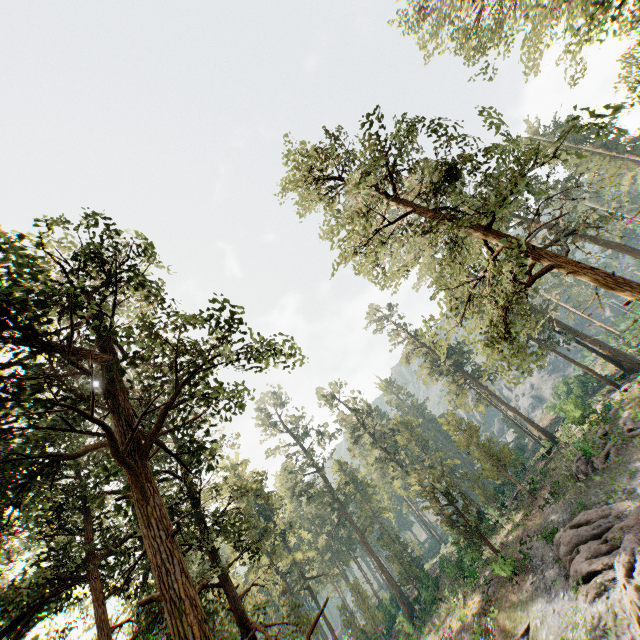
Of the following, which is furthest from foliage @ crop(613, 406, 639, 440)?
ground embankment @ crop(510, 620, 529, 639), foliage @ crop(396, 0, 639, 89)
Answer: ground embankment @ crop(510, 620, 529, 639)

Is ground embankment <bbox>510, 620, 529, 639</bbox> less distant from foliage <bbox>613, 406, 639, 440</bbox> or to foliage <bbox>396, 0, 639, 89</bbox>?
foliage <bbox>396, 0, 639, 89</bbox>

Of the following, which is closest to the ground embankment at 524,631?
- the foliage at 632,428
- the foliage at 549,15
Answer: the foliage at 549,15

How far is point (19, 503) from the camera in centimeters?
1533cm

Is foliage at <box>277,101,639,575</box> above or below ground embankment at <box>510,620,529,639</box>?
above

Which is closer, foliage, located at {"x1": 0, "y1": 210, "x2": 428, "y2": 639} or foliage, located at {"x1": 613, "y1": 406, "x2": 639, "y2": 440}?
foliage, located at {"x1": 0, "y1": 210, "x2": 428, "y2": 639}

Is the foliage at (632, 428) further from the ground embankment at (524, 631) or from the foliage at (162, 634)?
the ground embankment at (524, 631)
